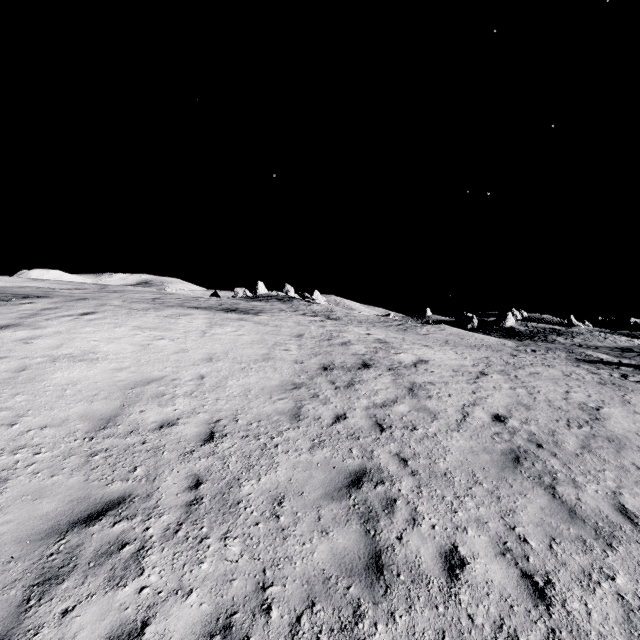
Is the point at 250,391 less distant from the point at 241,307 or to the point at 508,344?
the point at 241,307
